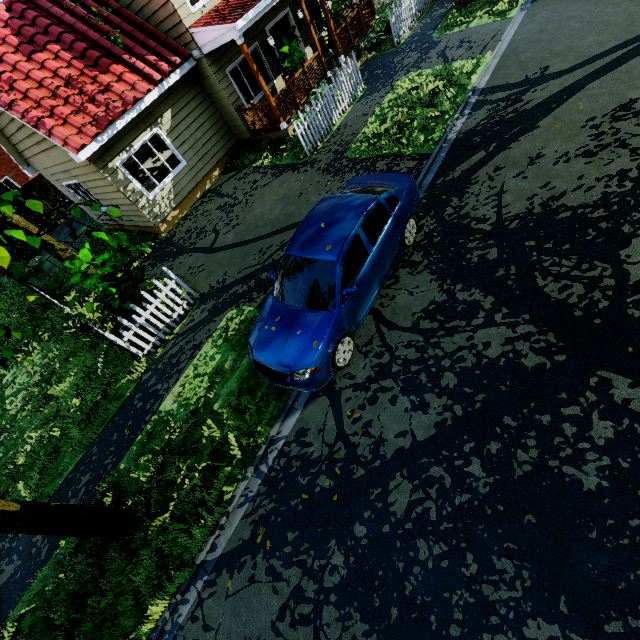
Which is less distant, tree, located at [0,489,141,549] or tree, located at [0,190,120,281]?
tree, located at [0,190,120,281]

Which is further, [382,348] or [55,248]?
[55,248]

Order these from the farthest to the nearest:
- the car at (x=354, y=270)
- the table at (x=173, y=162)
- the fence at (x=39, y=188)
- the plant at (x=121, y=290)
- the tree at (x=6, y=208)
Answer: the fence at (x=39, y=188) < the table at (x=173, y=162) < the plant at (x=121, y=290) < the car at (x=354, y=270) < the tree at (x=6, y=208)

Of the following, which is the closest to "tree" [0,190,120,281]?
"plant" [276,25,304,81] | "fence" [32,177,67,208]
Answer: "plant" [276,25,304,81]

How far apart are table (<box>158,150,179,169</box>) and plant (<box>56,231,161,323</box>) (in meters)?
6.67

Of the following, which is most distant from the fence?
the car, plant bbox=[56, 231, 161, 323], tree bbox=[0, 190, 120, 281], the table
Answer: tree bbox=[0, 190, 120, 281]

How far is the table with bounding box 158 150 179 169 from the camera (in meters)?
13.21

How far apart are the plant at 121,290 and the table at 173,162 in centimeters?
667cm
